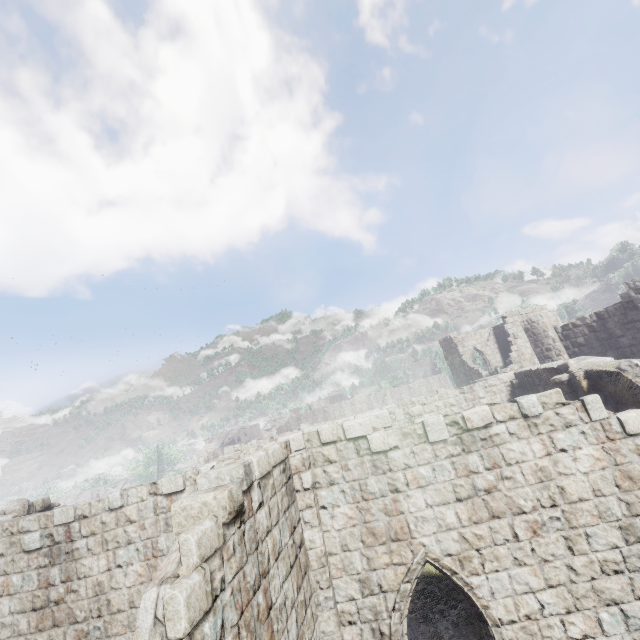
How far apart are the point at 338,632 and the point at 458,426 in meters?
4.5
